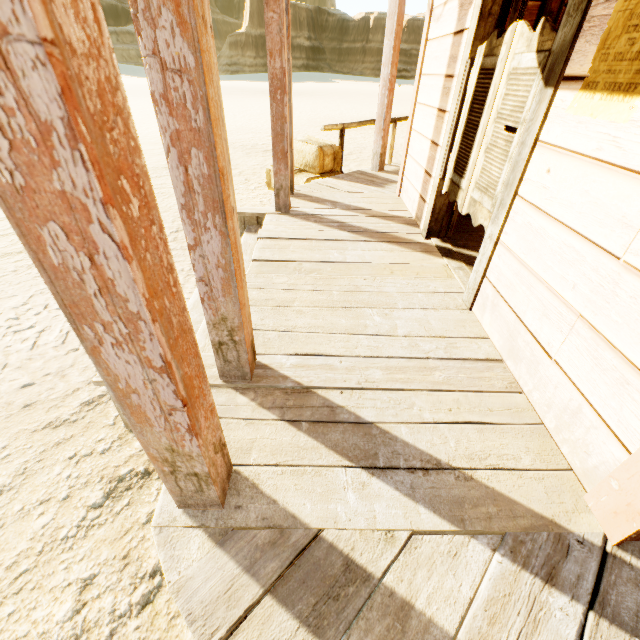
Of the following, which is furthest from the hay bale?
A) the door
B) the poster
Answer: the poster

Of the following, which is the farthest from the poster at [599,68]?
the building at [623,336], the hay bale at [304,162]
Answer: the hay bale at [304,162]

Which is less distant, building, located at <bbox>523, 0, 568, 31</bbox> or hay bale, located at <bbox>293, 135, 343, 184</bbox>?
building, located at <bbox>523, 0, 568, 31</bbox>

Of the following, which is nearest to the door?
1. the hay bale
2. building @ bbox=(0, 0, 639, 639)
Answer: building @ bbox=(0, 0, 639, 639)

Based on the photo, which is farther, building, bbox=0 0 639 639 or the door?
the door

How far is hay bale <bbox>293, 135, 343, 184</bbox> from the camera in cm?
523

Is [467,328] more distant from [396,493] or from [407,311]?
[396,493]

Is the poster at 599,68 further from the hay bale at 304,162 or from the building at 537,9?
the hay bale at 304,162
